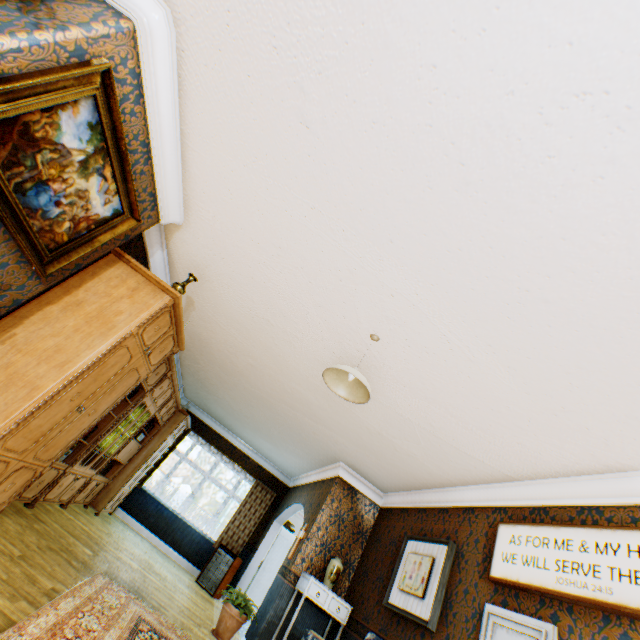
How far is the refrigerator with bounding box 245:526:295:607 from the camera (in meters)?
8.09

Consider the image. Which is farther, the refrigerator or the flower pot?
the refrigerator

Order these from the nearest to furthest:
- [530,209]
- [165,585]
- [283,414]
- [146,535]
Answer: [530,209] < [165,585] < [283,414] < [146,535]

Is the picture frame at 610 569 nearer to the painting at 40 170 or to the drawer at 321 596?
the drawer at 321 596

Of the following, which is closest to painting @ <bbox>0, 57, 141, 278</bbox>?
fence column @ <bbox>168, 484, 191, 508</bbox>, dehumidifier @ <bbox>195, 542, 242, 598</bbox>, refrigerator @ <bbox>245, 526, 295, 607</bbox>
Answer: dehumidifier @ <bbox>195, 542, 242, 598</bbox>

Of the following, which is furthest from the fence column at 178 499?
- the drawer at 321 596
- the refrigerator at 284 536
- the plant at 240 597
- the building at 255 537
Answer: the drawer at 321 596

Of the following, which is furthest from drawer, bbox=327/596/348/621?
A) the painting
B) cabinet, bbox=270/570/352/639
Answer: the painting

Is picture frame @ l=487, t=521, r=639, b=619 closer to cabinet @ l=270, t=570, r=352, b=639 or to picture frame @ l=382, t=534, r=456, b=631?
picture frame @ l=382, t=534, r=456, b=631
